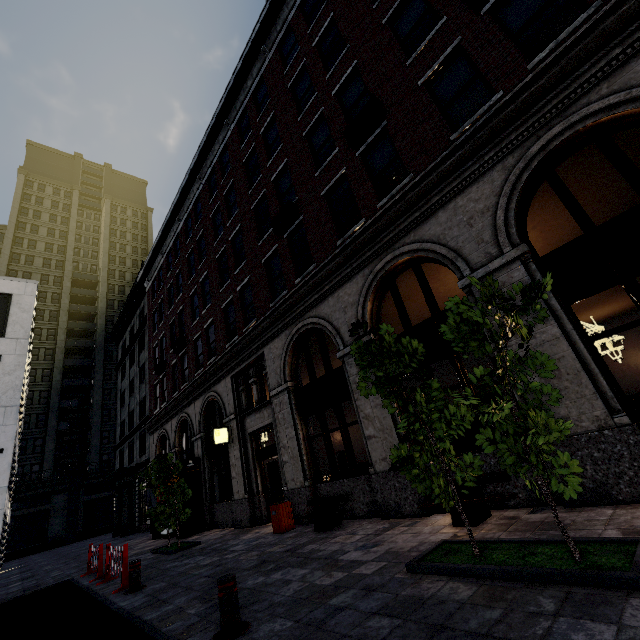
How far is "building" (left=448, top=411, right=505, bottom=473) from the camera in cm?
621

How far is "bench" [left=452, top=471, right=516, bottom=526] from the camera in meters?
5.4

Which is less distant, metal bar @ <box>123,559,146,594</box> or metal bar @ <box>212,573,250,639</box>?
metal bar @ <box>212,573,250,639</box>

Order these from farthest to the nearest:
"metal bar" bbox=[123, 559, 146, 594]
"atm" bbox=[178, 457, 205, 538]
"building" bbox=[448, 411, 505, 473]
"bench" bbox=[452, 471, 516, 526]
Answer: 1. "atm" bbox=[178, 457, 205, 538]
2. "metal bar" bbox=[123, 559, 146, 594]
3. "building" bbox=[448, 411, 505, 473]
4. "bench" bbox=[452, 471, 516, 526]

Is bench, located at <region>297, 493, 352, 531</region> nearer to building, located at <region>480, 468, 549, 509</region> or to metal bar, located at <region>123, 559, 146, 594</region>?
building, located at <region>480, 468, 549, 509</region>

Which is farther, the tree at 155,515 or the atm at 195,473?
the atm at 195,473

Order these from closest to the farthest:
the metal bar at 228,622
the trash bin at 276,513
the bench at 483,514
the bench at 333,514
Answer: the metal bar at 228,622
the bench at 483,514
the bench at 333,514
the trash bin at 276,513

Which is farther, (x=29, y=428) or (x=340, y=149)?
(x=29, y=428)
